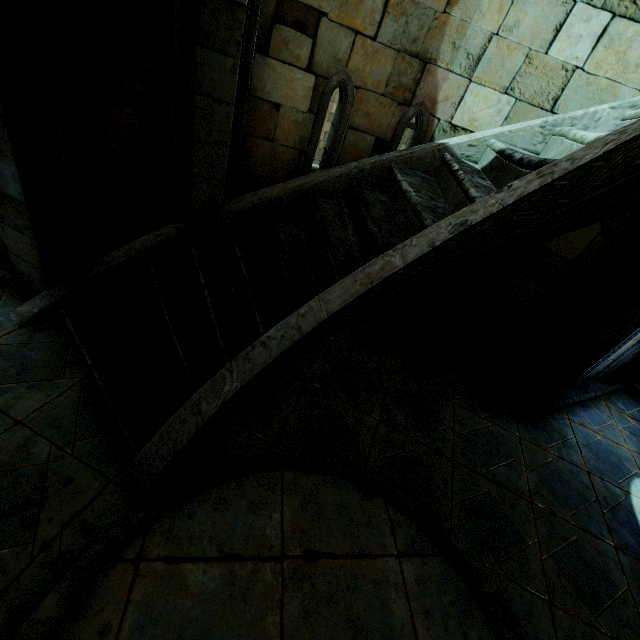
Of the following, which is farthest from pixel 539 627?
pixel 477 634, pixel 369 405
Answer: pixel 369 405
